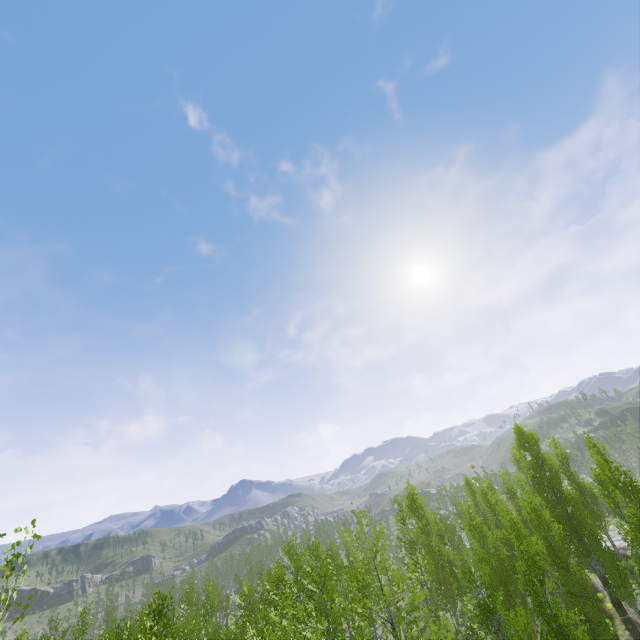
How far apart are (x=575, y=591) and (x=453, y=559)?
13.82m
